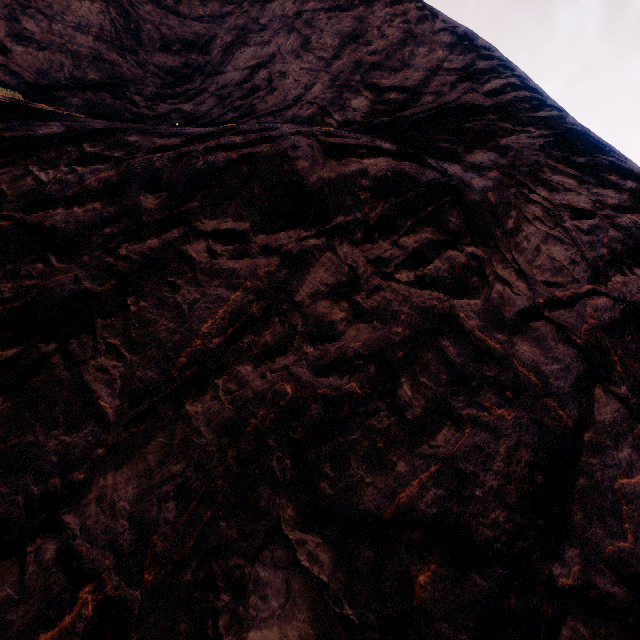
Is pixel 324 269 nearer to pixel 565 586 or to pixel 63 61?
pixel 565 586
